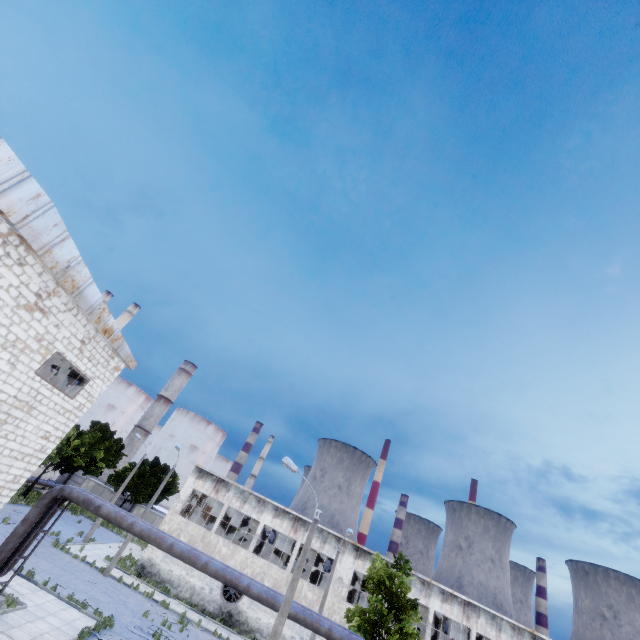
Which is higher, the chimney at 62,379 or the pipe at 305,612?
the chimney at 62,379

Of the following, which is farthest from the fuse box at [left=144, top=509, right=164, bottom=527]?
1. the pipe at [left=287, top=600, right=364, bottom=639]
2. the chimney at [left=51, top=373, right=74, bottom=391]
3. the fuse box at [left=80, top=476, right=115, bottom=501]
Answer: the pipe at [left=287, top=600, right=364, bottom=639]

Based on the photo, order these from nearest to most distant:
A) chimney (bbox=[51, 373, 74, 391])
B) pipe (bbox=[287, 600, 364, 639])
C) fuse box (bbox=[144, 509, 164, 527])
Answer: pipe (bbox=[287, 600, 364, 639]) < fuse box (bbox=[144, 509, 164, 527]) < chimney (bbox=[51, 373, 74, 391])

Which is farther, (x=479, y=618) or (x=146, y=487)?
(x=146, y=487)

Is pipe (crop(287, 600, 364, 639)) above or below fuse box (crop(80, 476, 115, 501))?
above

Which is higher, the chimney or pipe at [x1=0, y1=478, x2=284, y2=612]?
the chimney

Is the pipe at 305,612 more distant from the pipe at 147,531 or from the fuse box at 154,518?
the fuse box at 154,518

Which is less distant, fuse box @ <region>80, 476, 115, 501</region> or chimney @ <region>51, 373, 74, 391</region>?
fuse box @ <region>80, 476, 115, 501</region>
